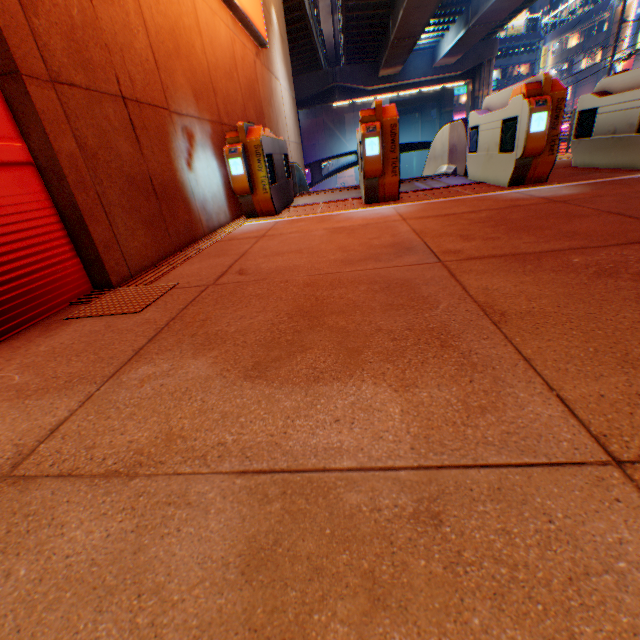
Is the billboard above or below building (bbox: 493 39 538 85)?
below

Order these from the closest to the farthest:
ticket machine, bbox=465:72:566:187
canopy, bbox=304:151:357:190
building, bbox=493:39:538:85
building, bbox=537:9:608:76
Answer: ticket machine, bbox=465:72:566:187 < canopy, bbox=304:151:357:190 < building, bbox=537:9:608:76 < building, bbox=493:39:538:85

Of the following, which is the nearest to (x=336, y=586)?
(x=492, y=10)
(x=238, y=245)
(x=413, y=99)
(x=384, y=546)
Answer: (x=384, y=546)

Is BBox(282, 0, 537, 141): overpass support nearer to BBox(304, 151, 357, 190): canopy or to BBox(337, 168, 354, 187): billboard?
BBox(304, 151, 357, 190): canopy

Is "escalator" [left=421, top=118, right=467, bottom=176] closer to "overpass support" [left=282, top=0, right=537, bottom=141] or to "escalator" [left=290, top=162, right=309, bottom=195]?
"escalator" [left=290, top=162, right=309, bottom=195]

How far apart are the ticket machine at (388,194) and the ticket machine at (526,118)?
1.40m

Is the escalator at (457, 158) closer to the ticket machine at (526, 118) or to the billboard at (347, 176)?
the ticket machine at (526, 118)

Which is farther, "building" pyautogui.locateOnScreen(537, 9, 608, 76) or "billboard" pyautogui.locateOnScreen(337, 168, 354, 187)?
"billboard" pyautogui.locateOnScreen(337, 168, 354, 187)
